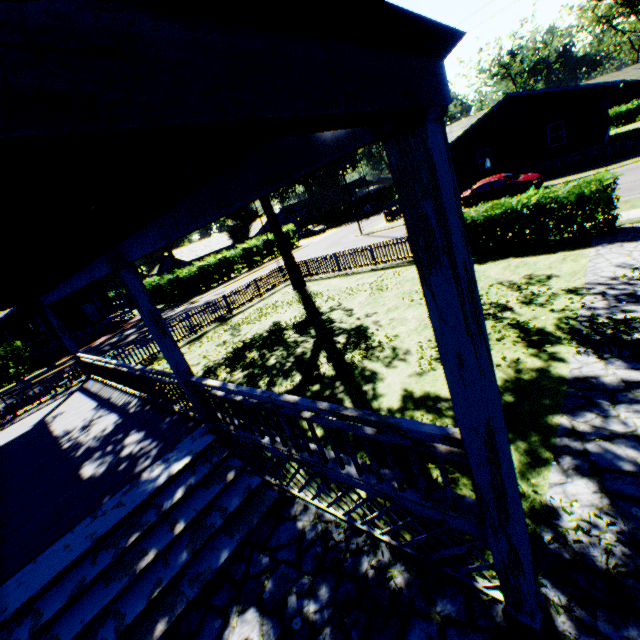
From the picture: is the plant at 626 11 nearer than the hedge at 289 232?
No

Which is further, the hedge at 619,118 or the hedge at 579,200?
the hedge at 619,118

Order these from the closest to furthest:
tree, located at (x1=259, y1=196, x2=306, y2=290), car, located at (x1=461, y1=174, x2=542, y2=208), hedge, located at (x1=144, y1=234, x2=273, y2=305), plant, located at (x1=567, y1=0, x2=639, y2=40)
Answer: tree, located at (x1=259, y1=196, x2=306, y2=290)
car, located at (x1=461, y1=174, x2=542, y2=208)
hedge, located at (x1=144, y1=234, x2=273, y2=305)
plant, located at (x1=567, y1=0, x2=639, y2=40)

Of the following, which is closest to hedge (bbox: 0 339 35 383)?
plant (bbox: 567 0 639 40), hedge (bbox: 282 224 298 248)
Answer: hedge (bbox: 282 224 298 248)

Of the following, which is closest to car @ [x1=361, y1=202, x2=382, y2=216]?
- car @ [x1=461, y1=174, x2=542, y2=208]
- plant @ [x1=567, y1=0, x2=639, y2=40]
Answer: car @ [x1=461, y1=174, x2=542, y2=208]

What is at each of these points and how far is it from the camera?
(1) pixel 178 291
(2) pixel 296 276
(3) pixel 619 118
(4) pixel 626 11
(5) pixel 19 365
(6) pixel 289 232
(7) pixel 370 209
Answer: (1) hedge, 33.25m
(2) tree, 18.97m
(3) hedge, 39.53m
(4) plant, 55.97m
(5) hedge, 24.12m
(6) hedge, 44.94m
(7) car, 50.19m

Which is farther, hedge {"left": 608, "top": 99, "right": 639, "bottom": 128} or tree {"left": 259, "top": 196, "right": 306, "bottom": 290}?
hedge {"left": 608, "top": 99, "right": 639, "bottom": 128}

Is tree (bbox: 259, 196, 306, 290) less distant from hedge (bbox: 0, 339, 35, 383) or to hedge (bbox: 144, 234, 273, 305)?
hedge (bbox: 144, 234, 273, 305)
